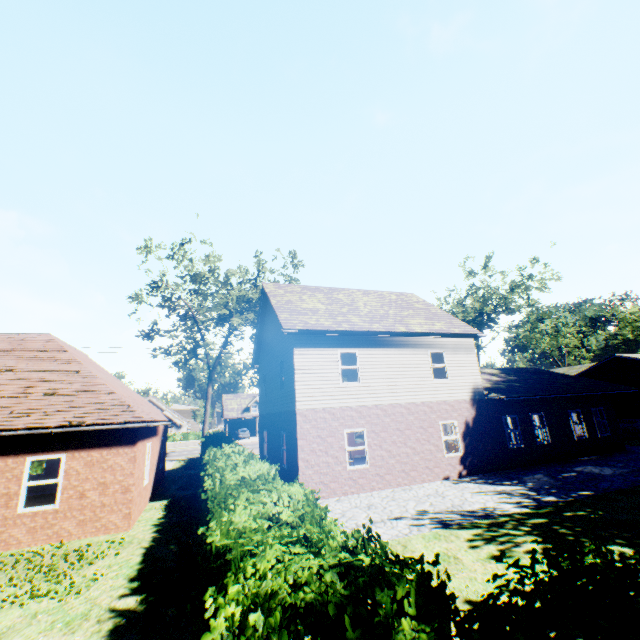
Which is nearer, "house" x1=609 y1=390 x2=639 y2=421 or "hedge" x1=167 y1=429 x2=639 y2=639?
"hedge" x1=167 y1=429 x2=639 y2=639

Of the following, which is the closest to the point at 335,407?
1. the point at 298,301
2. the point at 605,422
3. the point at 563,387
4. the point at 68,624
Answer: the point at 298,301

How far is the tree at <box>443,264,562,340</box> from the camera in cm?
3207

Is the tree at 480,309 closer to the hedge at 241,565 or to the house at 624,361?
the house at 624,361

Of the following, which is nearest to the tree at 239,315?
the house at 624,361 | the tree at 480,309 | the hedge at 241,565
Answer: the hedge at 241,565

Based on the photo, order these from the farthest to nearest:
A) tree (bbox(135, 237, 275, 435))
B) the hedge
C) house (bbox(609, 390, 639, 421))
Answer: house (bbox(609, 390, 639, 421)) → tree (bbox(135, 237, 275, 435)) → the hedge

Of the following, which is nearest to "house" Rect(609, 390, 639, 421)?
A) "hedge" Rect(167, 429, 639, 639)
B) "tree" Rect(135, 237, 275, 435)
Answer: "hedge" Rect(167, 429, 639, 639)

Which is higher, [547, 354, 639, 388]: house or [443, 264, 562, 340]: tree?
[443, 264, 562, 340]: tree
